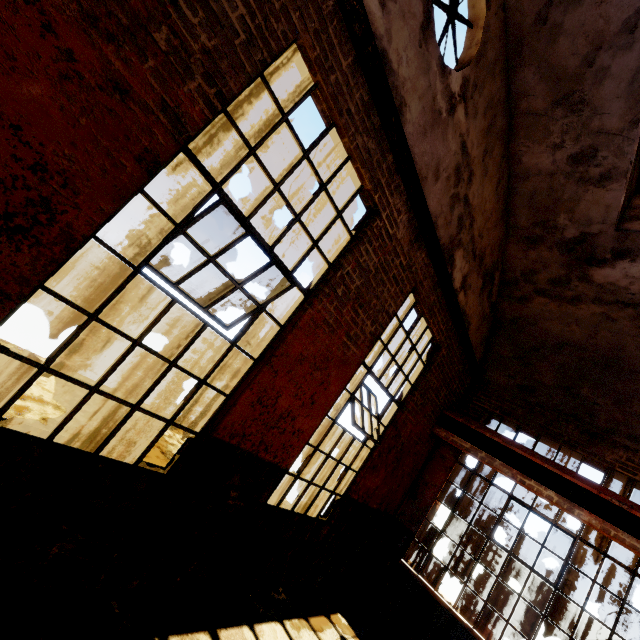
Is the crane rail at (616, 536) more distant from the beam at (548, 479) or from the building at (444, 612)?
the building at (444, 612)

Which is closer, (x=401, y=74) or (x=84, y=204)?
(x=84, y=204)

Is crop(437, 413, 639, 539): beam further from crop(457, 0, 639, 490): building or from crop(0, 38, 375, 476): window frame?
crop(0, 38, 375, 476): window frame

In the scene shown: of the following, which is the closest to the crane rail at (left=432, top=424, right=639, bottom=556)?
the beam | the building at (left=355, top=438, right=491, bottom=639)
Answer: the beam

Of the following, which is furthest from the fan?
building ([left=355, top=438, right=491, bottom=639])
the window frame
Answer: building ([left=355, top=438, right=491, bottom=639])

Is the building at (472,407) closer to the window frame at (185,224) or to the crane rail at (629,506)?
the crane rail at (629,506)

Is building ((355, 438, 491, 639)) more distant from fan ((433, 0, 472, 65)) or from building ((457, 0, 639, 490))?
fan ((433, 0, 472, 65))
